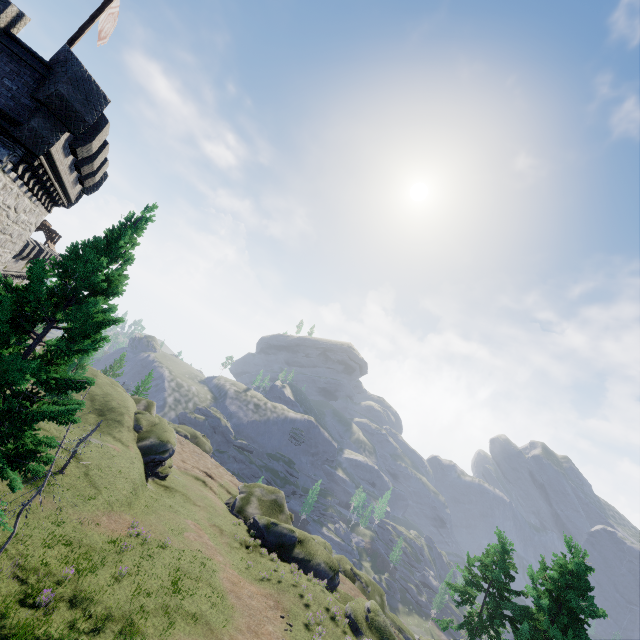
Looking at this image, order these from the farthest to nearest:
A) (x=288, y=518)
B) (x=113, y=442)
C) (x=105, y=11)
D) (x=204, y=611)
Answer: (x=288, y=518) → (x=113, y=442) → (x=204, y=611) → (x=105, y=11)

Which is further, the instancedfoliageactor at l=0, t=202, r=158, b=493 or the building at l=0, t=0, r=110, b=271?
the building at l=0, t=0, r=110, b=271

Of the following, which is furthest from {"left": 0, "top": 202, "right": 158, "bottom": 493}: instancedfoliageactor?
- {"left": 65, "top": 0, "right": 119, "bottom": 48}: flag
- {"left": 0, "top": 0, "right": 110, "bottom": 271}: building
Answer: {"left": 65, "top": 0, "right": 119, "bottom": 48}: flag

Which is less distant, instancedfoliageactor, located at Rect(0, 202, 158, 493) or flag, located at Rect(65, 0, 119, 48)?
instancedfoliageactor, located at Rect(0, 202, 158, 493)

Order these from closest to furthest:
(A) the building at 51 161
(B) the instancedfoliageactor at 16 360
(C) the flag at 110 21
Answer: (B) the instancedfoliageactor at 16 360
(A) the building at 51 161
(C) the flag at 110 21

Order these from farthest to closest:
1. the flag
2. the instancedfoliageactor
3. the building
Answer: the flag, the building, the instancedfoliageactor

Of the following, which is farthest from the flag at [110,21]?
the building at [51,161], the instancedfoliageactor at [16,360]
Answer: the instancedfoliageactor at [16,360]
